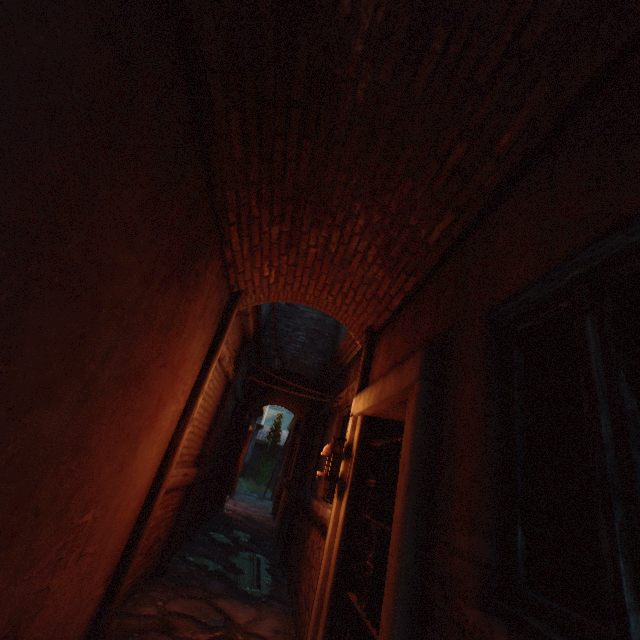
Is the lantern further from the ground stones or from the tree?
the tree

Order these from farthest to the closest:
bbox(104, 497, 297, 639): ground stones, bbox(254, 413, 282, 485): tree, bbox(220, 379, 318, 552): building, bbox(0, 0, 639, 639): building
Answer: bbox(254, 413, 282, 485): tree < bbox(220, 379, 318, 552): building < bbox(104, 497, 297, 639): ground stones < bbox(0, 0, 639, 639): building

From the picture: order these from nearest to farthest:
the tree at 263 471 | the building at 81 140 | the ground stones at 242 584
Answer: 1. the building at 81 140
2. the ground stones at 242 584
3. the tree at 263 471

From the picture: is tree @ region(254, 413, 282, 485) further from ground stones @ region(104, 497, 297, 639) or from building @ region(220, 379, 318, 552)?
ground stones @ region(104, 497, 297, 639)

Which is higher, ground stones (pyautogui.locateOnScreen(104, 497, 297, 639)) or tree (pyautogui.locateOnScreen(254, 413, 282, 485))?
tree (pyautogui.locateOnScreen(254, 413, 282, 485))

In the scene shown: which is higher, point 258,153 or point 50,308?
point 258,153

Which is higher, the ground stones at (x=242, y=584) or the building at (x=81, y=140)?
the building at (x=81, y=140)

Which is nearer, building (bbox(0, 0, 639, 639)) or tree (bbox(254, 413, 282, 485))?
building (bbox(0, 0, 639, 639))
